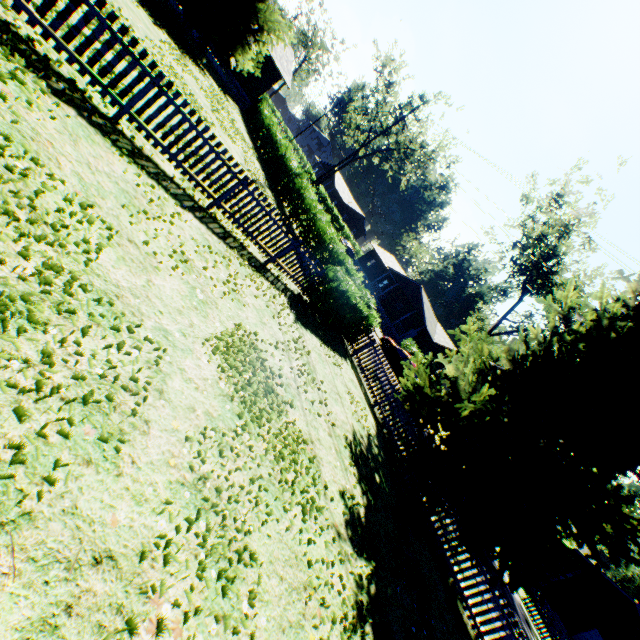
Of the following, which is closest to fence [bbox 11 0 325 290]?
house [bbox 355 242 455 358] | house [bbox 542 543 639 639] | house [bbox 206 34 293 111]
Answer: house [bbox 206 34 293 111]

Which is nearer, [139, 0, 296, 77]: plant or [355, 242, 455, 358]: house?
[139, 0, 296, 77]: plant

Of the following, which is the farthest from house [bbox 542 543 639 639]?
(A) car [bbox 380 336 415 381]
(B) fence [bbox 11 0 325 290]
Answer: (B) fence [bbox 11 0 325 290]

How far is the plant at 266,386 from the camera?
4.94m

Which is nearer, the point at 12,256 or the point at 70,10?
the point at 12,256

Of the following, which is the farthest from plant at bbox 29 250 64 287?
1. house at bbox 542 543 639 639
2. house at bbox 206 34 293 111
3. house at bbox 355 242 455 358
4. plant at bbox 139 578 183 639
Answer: house at bbox 355 242 455 358

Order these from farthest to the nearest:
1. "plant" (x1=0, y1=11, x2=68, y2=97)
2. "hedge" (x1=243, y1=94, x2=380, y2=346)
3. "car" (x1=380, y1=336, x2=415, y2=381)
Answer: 1. "car" (x1=380, y1=336, x2=415, y2=381)
2. "hedge" (x1=243, y1=94, x2=380, y2=346)
3. "plant" (x1=0, y1=11, x2=68, y2=97)

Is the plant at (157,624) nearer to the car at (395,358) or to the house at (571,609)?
the car at (395,358)
